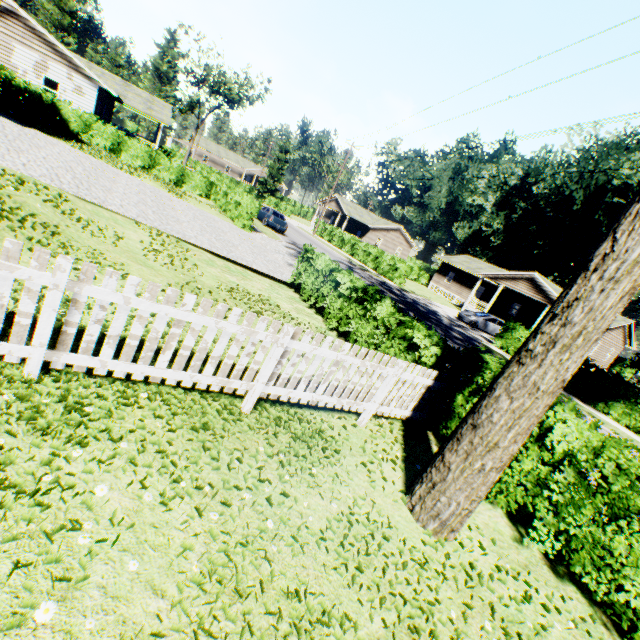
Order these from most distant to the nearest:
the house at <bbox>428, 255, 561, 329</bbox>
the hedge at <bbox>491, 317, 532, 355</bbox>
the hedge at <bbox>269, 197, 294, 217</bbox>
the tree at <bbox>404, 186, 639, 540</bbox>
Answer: the hedge at <bbox>269, 197, 294, 217</bbox> < the house at <bbox>428, 255, 561, 329</bbox> < the hedge at <bbox>491, 317, 532, 355</bbox> < the tree at <bbox>404, 186, 639, 540</bbox>

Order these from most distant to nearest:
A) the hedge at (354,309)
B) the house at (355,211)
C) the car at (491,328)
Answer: the house at (355,211) → the car at (491,328) → the hedge at (354,309)

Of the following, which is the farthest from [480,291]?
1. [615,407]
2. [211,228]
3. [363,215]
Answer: [211,228]

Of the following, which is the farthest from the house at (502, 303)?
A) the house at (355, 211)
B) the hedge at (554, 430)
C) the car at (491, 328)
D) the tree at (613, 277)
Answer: the tree at (613, 277)

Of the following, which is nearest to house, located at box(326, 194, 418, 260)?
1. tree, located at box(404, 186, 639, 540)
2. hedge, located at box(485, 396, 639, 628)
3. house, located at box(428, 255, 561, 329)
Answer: house, located at box(428, 255, 561, 329)

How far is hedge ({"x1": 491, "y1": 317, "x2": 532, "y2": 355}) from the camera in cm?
2167

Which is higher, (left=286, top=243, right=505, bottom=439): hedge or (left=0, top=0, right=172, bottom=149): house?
(left=0, top=0, right=172, bottom=149): house
